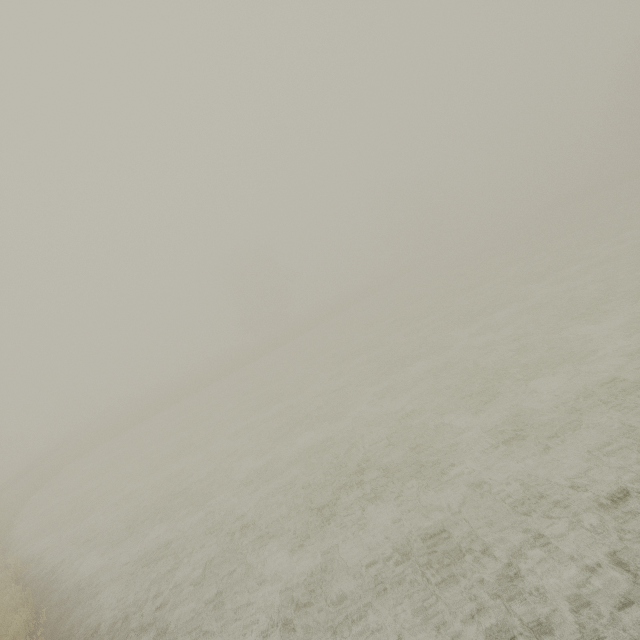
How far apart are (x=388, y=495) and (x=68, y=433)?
55.0 meters
